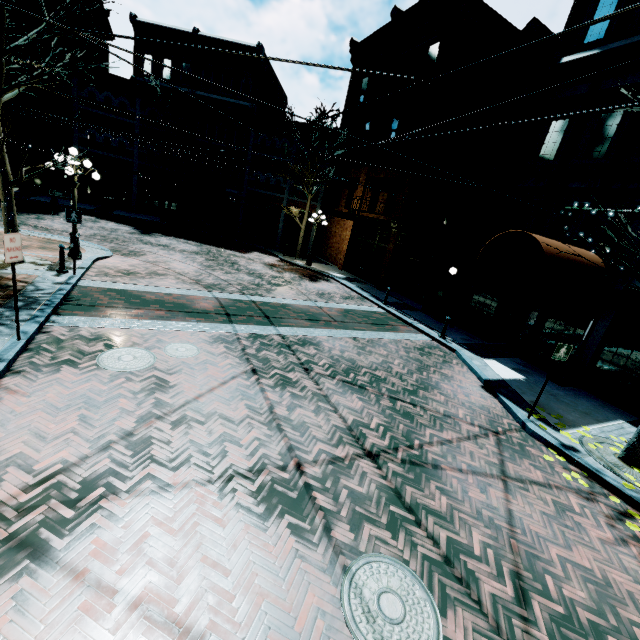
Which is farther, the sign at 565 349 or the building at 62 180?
the building at 62 180

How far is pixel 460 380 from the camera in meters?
9.3 m

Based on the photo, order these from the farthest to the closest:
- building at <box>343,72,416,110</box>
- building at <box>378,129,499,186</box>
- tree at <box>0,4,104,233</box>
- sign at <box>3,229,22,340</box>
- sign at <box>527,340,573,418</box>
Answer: building at <box>343,72,416,110</box>
building at <box>378,129,499,186</box>
tree at <box>0,4,104,233</box>
sign at <box>527,340,573,418</box>
sign at <box>3,229,22,340</box>

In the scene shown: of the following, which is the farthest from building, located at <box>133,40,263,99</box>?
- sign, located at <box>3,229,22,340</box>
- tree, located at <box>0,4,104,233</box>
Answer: sign, located at <box>3,229,22,340</box>

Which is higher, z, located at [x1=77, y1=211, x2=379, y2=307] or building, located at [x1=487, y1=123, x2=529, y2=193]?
building, located at [x1=487, y1=123, x2=529, y2=193]

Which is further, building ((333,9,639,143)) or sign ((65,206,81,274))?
building ((333,9,639,143))

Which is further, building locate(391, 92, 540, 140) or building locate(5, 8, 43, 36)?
building locate(5, 8, 43, 36)

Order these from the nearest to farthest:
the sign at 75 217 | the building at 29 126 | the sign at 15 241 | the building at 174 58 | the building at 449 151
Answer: the sign at 15 241 → the sign at 75 217 → the building at 449 151 → the building at 29 126 → the building at 174 58
